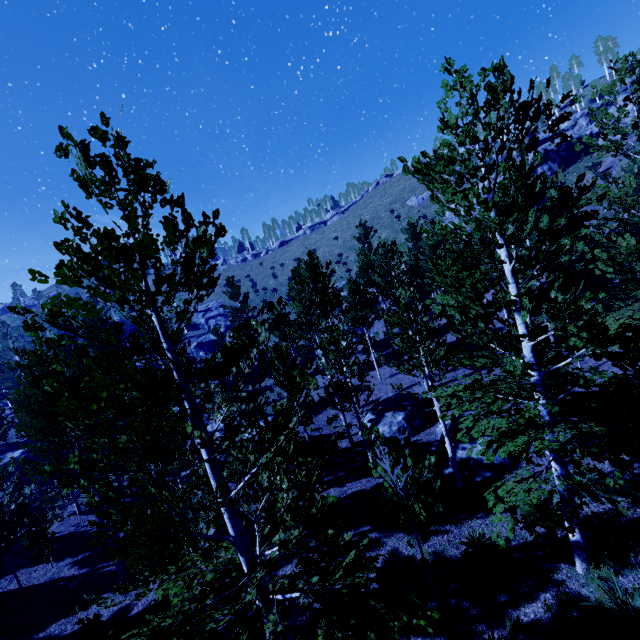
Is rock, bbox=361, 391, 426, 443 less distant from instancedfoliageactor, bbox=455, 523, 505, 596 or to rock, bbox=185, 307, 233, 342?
instancedfoliageactor, bbox=455, 523, 505, 596

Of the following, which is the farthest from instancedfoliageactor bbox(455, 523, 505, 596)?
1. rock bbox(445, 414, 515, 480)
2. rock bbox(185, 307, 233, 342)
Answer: rock bbox(445, 414, 515, 480)

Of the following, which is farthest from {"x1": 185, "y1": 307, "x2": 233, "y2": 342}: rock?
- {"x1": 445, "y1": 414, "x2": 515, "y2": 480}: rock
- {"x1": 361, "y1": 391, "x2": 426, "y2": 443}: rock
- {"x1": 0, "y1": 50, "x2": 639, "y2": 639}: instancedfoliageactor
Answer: {"x1": 445, "y1": 414, "x2": 515, "y2": 480}: rock

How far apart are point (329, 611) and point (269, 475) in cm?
606

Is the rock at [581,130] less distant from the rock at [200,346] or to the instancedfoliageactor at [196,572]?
the instancedfoliageactor at [196,572]

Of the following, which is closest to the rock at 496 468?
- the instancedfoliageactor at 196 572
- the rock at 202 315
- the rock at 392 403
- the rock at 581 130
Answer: the rock at 392 403

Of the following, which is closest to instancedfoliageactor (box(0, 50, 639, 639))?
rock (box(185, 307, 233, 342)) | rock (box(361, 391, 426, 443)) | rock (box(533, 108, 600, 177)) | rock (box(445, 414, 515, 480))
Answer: rock (box(185, 307, 233, 342))
